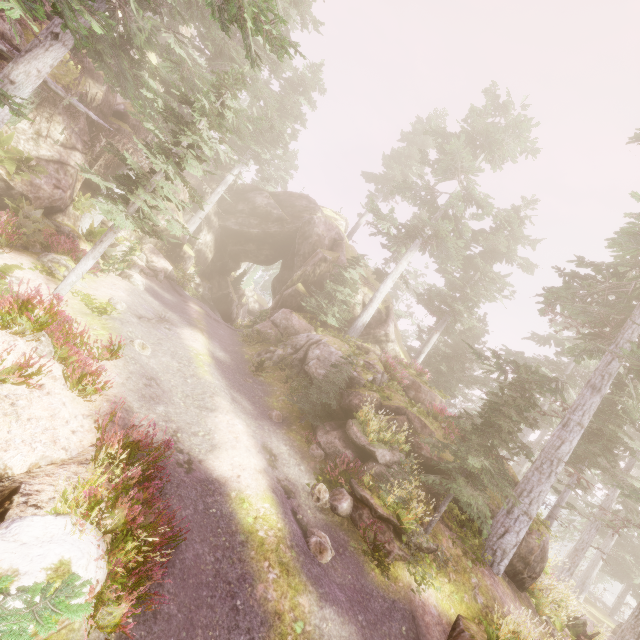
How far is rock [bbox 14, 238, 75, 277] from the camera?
12.09m

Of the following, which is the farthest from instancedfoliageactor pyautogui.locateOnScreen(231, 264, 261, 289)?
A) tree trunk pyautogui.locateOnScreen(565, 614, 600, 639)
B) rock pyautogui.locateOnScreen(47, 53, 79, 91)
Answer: Answer: tree trunk pyautogui.locateOnScreen(565, 614, 600, 639)

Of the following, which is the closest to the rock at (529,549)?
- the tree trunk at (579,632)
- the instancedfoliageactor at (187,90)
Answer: the instancedfoliageactor at (187,90)

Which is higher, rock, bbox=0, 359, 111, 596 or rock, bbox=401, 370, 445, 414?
rock, bbox=401, 370, 445, 414

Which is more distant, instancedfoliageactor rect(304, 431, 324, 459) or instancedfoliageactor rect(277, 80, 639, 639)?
instancedfoliageactor rect(304, 431, 324, 459)

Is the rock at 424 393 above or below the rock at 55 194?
above

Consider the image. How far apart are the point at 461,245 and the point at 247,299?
39.6m
